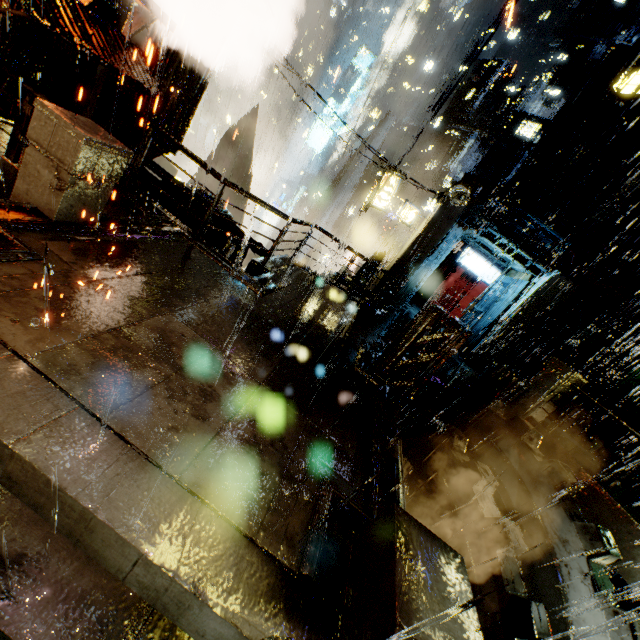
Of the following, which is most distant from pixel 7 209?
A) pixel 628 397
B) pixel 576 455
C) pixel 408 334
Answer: pixel 628 397

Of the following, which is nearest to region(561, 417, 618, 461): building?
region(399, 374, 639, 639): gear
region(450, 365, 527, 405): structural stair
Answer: region(450, 365, 527, 405): structural stair

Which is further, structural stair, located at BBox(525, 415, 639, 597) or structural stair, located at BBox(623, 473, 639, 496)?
structural stair, located at BBox(623, 473, 639, 496)

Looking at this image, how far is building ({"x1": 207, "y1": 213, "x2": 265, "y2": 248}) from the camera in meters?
11.7

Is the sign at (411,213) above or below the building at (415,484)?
above

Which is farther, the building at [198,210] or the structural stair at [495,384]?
the building at [198,210]

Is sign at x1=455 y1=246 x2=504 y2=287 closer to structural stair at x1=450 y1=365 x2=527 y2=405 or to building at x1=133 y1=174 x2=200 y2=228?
building at x1=133 y1=174 x2=200 y2=228
